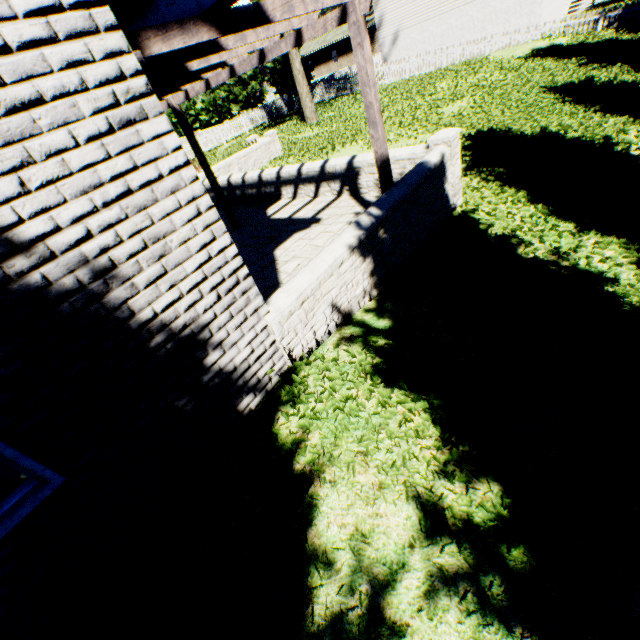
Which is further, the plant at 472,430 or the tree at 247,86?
the tree at 247,86

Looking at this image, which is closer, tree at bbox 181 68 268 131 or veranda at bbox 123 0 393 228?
veranda at bbox 123 0 393 228

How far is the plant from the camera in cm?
278

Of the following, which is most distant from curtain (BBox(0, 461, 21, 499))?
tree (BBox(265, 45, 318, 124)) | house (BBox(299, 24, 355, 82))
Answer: house (BBox(299, 24, 355, 82))

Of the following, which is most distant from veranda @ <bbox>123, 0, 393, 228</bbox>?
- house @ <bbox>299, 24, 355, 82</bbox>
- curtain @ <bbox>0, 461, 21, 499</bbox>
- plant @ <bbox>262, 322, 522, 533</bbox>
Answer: house @ <bbox>299, 24, 355, 82</bbox>

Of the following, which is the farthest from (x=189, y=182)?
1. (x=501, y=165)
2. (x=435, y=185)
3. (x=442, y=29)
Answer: (x=442, y=29)

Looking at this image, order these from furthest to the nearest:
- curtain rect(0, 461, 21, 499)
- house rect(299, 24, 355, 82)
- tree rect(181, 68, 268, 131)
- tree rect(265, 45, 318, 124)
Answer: house rect(299, 24, 355, 82)
tree rect(181, 68, 268, 131)
tree rect(265, 45, 318, 124)
curtain rect(0, 461, 21, 499)

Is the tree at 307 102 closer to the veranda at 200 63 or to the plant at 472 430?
the plant at 472 430
